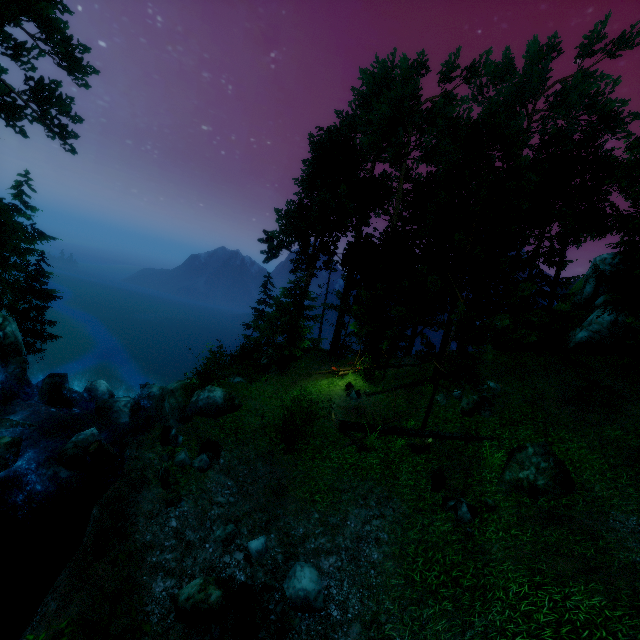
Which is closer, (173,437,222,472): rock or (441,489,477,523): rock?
(441,489,477,523): rock

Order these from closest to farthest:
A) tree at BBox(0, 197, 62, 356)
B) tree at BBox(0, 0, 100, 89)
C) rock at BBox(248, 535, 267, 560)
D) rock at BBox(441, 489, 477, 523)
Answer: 1. rock at BBox(248, 535, 267, 560)
2. rock at BBox(441, 489, 477, 523)
3. tree at BBox(0, 0, 100, 89)
4. tree at BBox(0, 197, 62, 356)

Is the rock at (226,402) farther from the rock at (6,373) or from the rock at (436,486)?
the rock at (436,486)

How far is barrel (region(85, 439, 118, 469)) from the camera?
11.98m

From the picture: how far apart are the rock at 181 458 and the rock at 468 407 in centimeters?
1005cm

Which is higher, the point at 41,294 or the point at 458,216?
the point at 458,216

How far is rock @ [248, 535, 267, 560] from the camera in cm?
791

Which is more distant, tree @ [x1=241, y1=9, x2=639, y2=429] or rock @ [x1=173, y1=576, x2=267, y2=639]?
tree @ [x1=241, y1=9, x2=639, y2=429]
